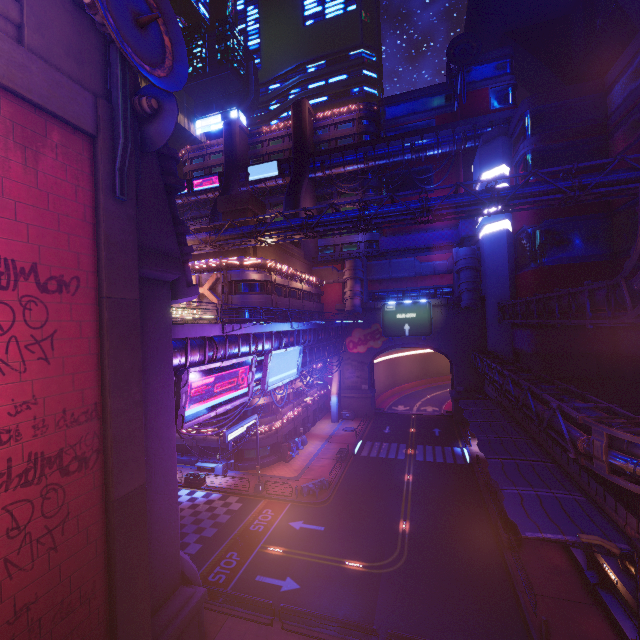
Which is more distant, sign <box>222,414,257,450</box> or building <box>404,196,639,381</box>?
building <box>404,196,639,381</box>

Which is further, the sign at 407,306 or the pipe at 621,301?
the sign at 407,306

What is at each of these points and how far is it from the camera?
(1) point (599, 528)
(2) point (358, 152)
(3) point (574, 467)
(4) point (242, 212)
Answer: (1) awning, 14.5m
(2) walkway, 58.4m
(3) fence, 19.0m
(4) pillar, 36.8m

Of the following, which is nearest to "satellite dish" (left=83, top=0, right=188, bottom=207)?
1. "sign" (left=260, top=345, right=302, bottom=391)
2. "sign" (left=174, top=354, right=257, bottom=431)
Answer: "sign" (left=174, top=354, right=257, bottom=431)

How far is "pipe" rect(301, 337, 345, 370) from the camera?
35.8 meters

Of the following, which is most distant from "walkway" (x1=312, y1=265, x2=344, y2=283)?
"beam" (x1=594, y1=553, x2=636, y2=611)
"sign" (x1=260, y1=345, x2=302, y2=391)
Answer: "beam" (x1=594, y1=553, x2=636, y2=611)

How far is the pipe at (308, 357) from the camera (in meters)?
35.78

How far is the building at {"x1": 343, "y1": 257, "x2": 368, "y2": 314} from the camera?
49.1m
